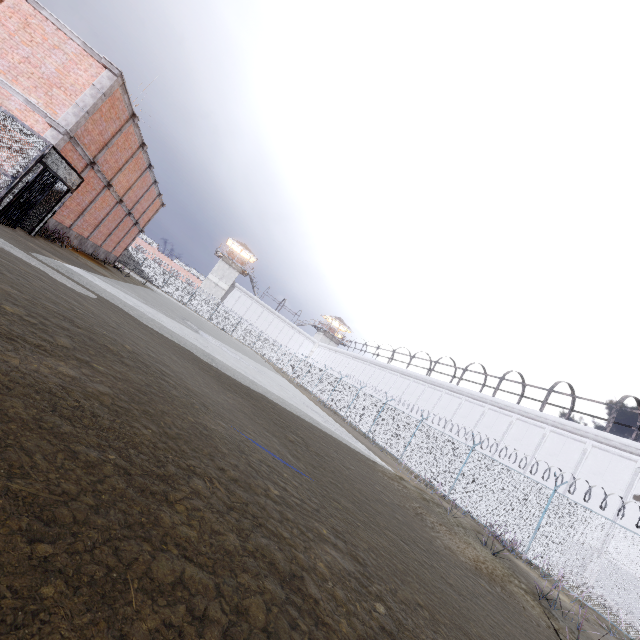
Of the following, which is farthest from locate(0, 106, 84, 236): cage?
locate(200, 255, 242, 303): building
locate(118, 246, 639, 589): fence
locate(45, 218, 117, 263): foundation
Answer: locate(200, 255, 242, 303): building

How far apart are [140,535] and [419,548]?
5.7m

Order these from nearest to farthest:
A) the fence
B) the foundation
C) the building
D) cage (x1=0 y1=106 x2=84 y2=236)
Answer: cage (x1=0 y1=106 x2=84 y2=236), the fence, the foundation, the building

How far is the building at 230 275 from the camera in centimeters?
5594cm

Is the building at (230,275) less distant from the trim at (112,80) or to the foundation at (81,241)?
the trim at (112,80)

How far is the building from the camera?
55.9 meters

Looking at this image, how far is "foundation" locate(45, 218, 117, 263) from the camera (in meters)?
15.87

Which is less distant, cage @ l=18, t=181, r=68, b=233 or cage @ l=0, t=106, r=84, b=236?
cage @ l=0, t=106, r=84, b=236
